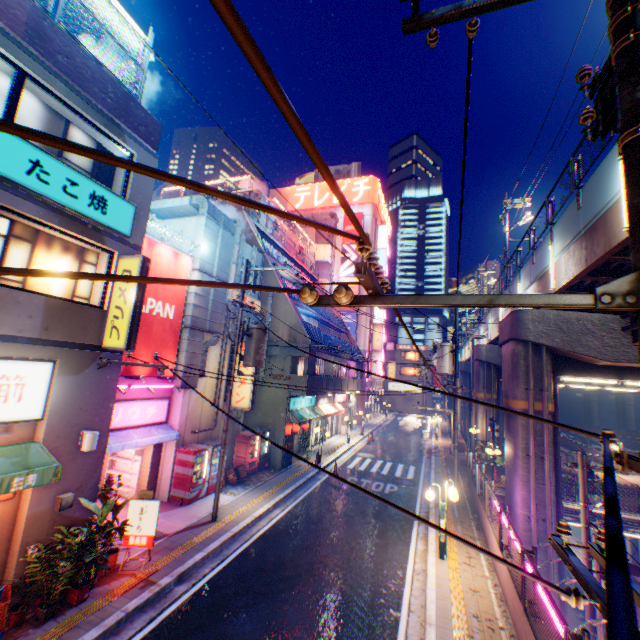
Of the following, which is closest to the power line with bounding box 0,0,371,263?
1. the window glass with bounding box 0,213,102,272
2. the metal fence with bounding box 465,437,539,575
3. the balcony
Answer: the metal fence with bounding box 465,437,539,575

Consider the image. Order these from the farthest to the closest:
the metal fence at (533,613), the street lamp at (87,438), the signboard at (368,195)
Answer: the signboard at (368,195), the street lamp at (87,438), the metal fence at (533,613)

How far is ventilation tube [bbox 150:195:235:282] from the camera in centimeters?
1396cm

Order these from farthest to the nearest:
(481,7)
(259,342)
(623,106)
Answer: (259,342)
(481,7)
(623,106)

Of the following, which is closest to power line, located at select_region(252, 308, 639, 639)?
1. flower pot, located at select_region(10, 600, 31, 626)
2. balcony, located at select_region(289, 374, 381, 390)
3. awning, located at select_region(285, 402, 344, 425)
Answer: flower pot, located at select_region(10, 600, 31, 626)

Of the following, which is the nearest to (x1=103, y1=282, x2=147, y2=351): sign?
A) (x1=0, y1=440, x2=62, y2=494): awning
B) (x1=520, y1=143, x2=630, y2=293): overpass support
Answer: (x1=0, y1=440, x2=62, y2=494): awning

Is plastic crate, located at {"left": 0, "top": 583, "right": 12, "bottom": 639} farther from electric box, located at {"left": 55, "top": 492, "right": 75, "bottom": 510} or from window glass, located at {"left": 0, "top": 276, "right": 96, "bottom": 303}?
window glass, located at {"left": 0, "top": 276, "right": 96, "bottom": 303}

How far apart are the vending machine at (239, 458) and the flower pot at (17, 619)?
10.41m
